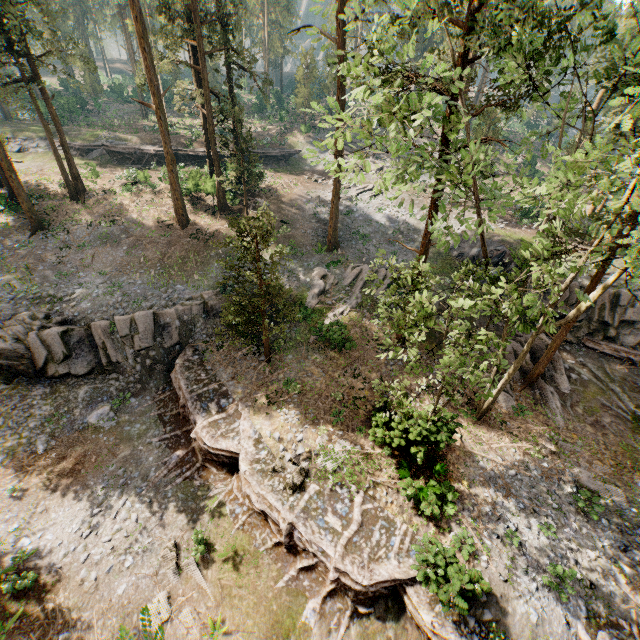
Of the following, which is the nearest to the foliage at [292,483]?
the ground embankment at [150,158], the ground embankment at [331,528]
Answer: the ground embankment at [331,528]

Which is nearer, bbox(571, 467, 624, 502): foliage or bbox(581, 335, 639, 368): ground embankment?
bbox(571, 467, 624, 502): foliage

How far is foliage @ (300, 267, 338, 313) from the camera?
24.2m

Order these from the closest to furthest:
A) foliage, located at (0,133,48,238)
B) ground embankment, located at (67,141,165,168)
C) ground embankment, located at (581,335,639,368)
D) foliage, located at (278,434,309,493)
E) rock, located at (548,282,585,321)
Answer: foliage, located at (278,434,309,493) < ground embankment, located at (581,335,639,368) < rock, located at (548,282,585,321) < foliage, located at (0,133,48,238) < ground embankment, located at (67,141,165,168)

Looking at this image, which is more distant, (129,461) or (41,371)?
(41,371)

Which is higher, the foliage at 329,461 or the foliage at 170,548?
the foliage at 329,461

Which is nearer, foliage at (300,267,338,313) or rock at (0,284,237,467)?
rock at (0,284,237,467)

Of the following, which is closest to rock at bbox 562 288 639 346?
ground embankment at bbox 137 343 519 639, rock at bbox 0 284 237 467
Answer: ground embankment at bbox 137 343 519 639
